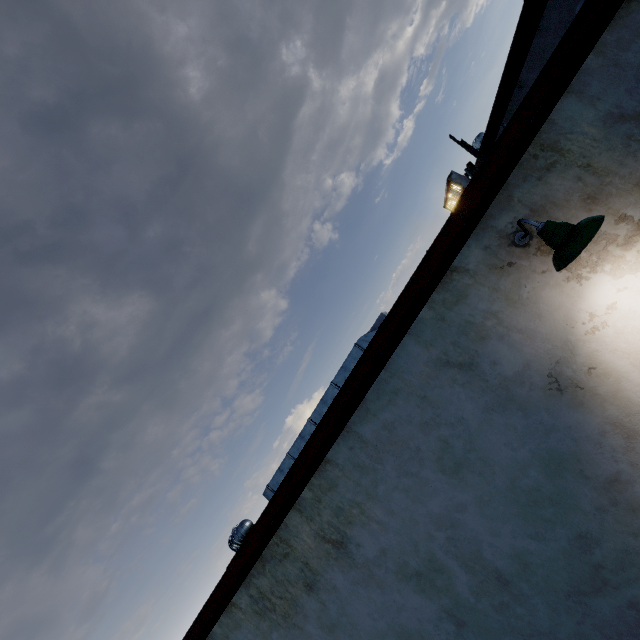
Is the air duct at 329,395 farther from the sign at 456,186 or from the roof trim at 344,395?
the sign at 456,186

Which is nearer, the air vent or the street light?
the street light

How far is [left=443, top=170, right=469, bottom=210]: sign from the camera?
16.50m

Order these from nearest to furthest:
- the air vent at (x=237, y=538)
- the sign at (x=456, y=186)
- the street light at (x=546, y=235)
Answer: the street light at (x=546, y=235) → the air vent at (x=237, y=538) → the sign at (x=456, y=186)

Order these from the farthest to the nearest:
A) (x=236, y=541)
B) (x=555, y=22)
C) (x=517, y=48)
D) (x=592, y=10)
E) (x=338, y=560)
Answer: (x=236, y=541), (x=517, y=48), (x=555, y=22), (x=338, y=560), (x=592, y=10)

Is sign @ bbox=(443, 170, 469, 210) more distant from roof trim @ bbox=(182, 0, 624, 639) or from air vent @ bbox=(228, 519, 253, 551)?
air vent @ bbox=(228, 519, 253, 551)

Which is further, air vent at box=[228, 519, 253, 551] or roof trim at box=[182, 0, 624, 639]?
air vent at box=[228, 519, 253, 551]

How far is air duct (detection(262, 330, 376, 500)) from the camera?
6.62m
